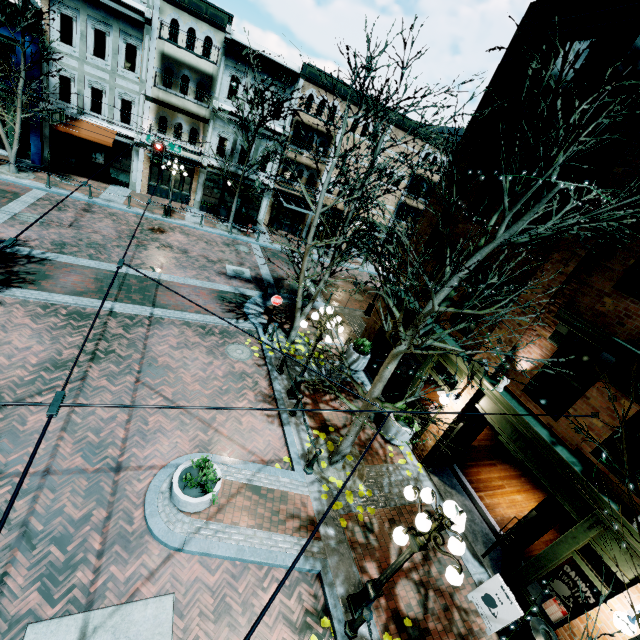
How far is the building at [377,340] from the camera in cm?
1357

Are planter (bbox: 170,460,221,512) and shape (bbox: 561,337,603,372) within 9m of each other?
no

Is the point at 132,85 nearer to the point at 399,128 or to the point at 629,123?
the point at 399,128

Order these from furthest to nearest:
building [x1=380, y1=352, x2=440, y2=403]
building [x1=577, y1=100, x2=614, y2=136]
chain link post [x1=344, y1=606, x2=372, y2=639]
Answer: building [x1=380, y1=352, x2=440, y2=403] → building [x1=577, y1=100, x2=614, y2=136] → chain link post [x1=344, y1=606, x2=372, y2=639]

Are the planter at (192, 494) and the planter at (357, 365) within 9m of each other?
yes

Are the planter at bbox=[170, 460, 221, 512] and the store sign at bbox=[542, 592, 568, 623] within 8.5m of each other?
yes

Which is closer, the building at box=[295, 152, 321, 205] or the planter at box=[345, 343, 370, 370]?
the planter at box=[345, 343, 370, 370]

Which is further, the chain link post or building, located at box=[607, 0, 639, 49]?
building, located at box=[607, 0, 639, 49]
